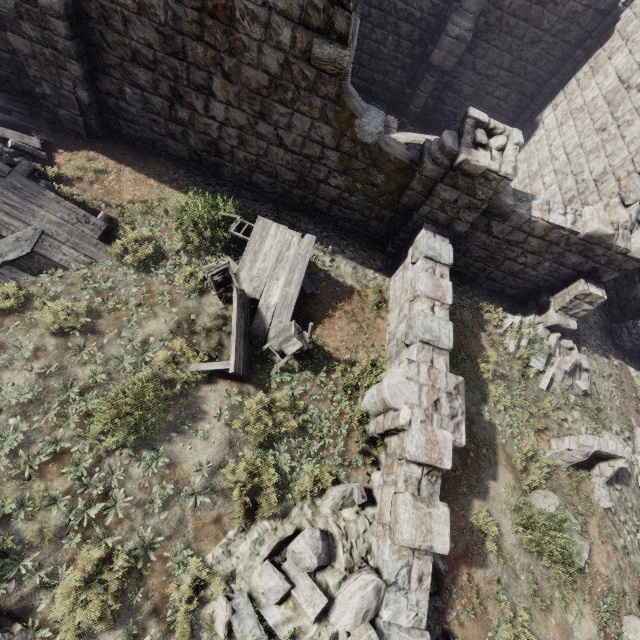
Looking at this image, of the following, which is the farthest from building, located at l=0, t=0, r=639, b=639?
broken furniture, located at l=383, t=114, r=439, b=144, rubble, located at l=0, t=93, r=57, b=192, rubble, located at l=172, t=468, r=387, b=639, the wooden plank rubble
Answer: the wooden plank rubble

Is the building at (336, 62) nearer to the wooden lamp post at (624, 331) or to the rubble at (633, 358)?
the rubble at (633, 358)

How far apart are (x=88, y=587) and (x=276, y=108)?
8.82m

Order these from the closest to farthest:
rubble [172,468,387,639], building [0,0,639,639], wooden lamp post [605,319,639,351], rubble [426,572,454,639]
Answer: rubble [172,468,387,639], rubble [426,572,454,639], building [0,0,639,639], wooden lamp post [605,319,639,351]

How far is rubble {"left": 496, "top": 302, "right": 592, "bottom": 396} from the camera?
9.04m

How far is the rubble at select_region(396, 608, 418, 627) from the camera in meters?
4.6 m

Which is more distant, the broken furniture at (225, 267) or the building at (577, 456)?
the building at (577, 456)

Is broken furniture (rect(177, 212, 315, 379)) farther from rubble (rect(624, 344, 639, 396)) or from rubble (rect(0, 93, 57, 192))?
rubble (rect(624, 344, 639, 396))
